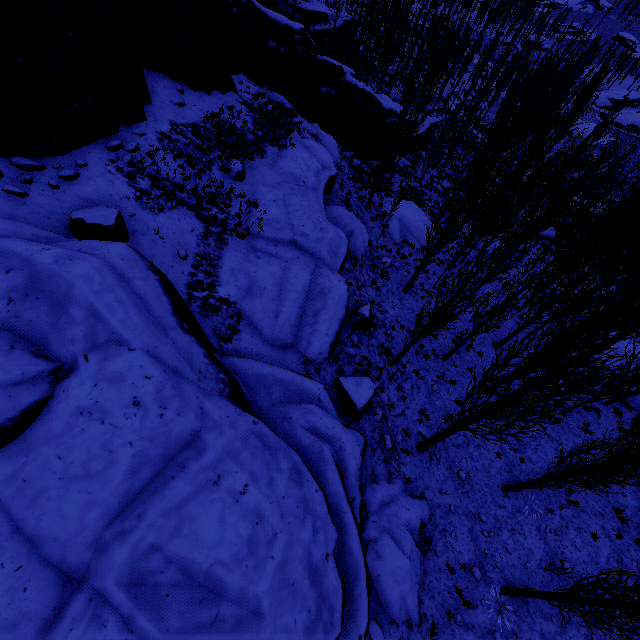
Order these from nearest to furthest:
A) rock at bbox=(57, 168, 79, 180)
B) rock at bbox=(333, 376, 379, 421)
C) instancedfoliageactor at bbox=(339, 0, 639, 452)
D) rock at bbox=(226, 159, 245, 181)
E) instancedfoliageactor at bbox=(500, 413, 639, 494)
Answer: instancedfoliageactor at bbox=(339, 0, 639, 452)
instancedfoliageactor at bbox=(500, 413, 639, 494)
rock at bbox=(57, 168, 79, 180)
rock at bbox=(333, 376, 379, 421)
rock at bbox=(226, 159, 245, 181)

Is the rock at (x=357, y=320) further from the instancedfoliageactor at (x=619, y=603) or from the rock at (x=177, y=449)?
the instancedfoliageactor at (x=619, y=603)

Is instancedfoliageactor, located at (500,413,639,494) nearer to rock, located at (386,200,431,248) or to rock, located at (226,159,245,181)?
rock, located at (386,200,431,248)

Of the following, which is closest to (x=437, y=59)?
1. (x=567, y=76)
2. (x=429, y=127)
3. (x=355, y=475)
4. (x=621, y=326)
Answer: (x=567, y=76)

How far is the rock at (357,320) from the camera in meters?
14.2

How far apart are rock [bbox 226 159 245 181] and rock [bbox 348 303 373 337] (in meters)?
7.36

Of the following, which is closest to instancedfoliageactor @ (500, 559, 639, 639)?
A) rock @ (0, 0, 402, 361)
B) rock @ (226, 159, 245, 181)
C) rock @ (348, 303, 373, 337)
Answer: rock @ (0, 0, 402, 361)
